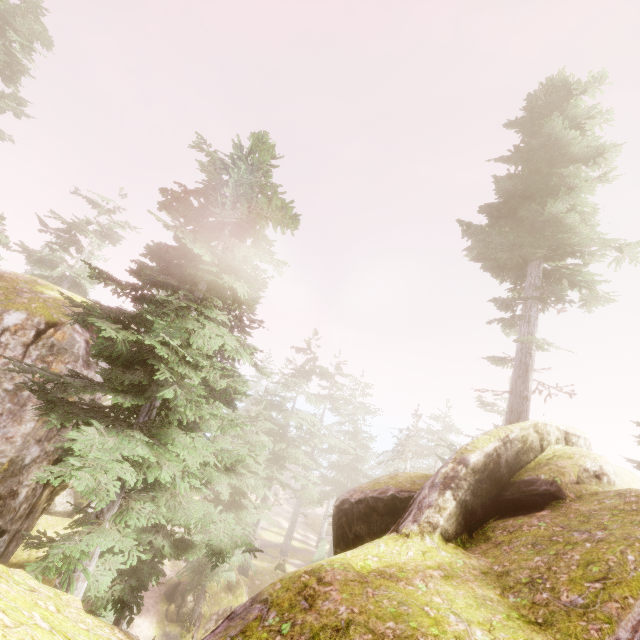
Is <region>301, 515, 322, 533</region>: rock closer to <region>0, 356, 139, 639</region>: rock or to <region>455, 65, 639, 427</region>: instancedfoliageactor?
<region>455, 65, 639, 427</region>: instancedfoliageactor

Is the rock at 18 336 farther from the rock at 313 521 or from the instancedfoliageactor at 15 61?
the rock at 313 521

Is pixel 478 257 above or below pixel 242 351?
above

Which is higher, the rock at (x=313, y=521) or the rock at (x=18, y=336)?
the rock at (x=18, y=336)

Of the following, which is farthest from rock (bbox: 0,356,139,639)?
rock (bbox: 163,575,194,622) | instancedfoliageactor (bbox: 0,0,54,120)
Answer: rock (bbox: 163,575,194,622)

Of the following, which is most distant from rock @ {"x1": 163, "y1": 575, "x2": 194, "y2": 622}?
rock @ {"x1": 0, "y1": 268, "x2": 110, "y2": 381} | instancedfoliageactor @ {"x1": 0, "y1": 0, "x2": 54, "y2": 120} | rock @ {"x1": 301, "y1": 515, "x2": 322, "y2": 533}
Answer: rock @ {"x1": 301, "y1": 515, "x2": 322, "y2": 533}

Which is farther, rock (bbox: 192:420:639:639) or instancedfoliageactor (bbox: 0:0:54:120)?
instancedfoliageactor (bbox: 0:0:54:120)
